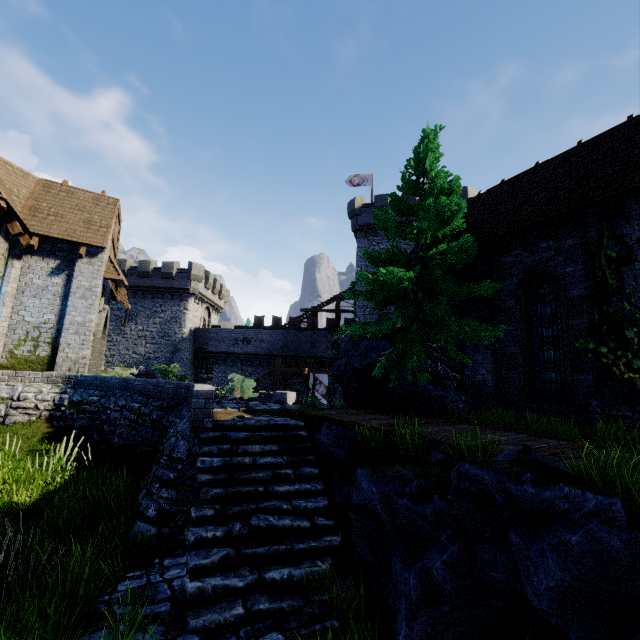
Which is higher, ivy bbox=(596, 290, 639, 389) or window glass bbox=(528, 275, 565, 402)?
ivy bbox=(596, 290, 639, 389)

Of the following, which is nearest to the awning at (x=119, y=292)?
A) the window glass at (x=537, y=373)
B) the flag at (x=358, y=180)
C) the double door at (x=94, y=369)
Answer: the double door at (x=94, y=369)

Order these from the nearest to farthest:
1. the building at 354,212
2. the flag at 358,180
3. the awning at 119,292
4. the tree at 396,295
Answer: the tree at 396,295 < the awning at 119,292 < the building at 354,212 < the flag at 358,180

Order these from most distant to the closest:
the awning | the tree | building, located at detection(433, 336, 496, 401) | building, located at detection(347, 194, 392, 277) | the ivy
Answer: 1. building, located at detection(347, 194, 392, 277)
2. the awning
3. building, located at detection(433, 336, 496, 401)
4. the tree
5. the ivy

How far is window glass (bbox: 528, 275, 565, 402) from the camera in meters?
9.3

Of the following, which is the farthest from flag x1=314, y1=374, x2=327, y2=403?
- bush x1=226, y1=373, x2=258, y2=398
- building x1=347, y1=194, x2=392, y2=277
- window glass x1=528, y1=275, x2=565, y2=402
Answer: window glass x1=528, y1=275, x2=565, y2=402

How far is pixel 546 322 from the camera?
9.8 meters

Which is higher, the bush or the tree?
the tree
